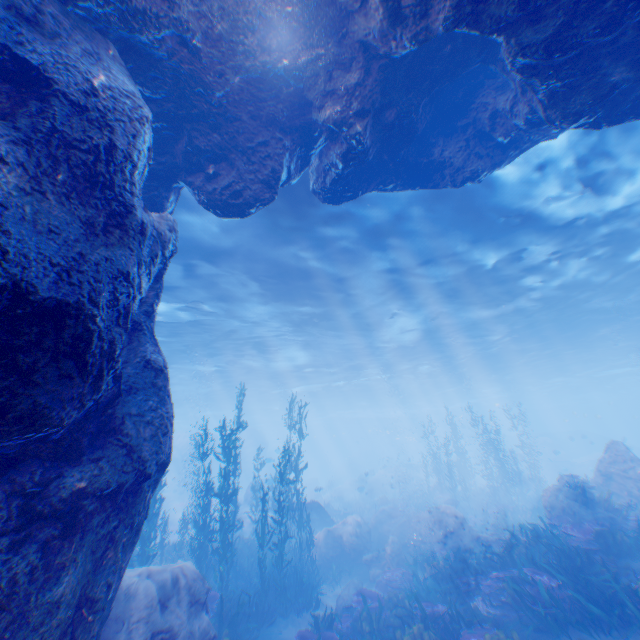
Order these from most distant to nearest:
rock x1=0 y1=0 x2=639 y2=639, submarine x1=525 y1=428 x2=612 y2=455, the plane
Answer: submarine x1=525 y1=428 x2=612 y2=455
the plane
rock x1=0 y1=0 x2=639 y2=639

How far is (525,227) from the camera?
12.64m

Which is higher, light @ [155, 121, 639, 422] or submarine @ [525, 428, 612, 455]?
light @ [155, 121, 639, 422]

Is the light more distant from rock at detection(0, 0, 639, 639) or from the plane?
the plane

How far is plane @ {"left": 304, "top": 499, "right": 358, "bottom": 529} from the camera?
19.1m

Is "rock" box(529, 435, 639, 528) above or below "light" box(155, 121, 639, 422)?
below

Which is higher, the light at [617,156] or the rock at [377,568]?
the light at [617,156]

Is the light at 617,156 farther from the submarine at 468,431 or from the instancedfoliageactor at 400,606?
the instancedfoliageactor at 400,606
